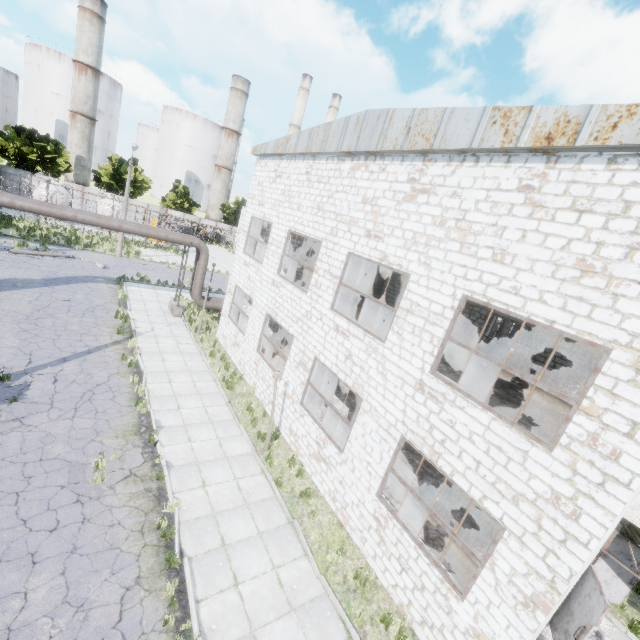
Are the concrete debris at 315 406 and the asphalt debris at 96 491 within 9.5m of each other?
yes

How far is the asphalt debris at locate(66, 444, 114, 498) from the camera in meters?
8.5

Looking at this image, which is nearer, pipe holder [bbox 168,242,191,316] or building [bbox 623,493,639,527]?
building [bbox 623,493,639,527]

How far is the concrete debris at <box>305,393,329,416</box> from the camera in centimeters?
1494cm

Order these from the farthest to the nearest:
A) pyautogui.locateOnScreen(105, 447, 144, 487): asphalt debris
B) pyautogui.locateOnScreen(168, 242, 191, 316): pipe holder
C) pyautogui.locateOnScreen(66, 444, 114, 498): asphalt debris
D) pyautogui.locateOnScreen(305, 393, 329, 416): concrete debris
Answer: pyautogui.locateOnScreen(168, 242, 191, 316): pipe holder < pyautogui.locateOnScreen(305, 393, 329, 416): concrete debris < pyautogui.locateOnScreen(105, 447, 144, 487): asphalt debris < pyautogui.locateOnScreen(66, 444, 114, 498): asphalt debris

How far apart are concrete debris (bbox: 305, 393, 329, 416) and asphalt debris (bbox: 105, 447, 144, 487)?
6.34m

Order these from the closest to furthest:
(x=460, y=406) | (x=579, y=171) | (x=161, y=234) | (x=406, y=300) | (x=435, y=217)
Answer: (x=579, y=171) → (x=460, y=406) → (x=435, y=217) → (x=406, y=300) → (x=161, y=234)

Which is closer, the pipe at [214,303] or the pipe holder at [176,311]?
the pipe holder at [176,311]
